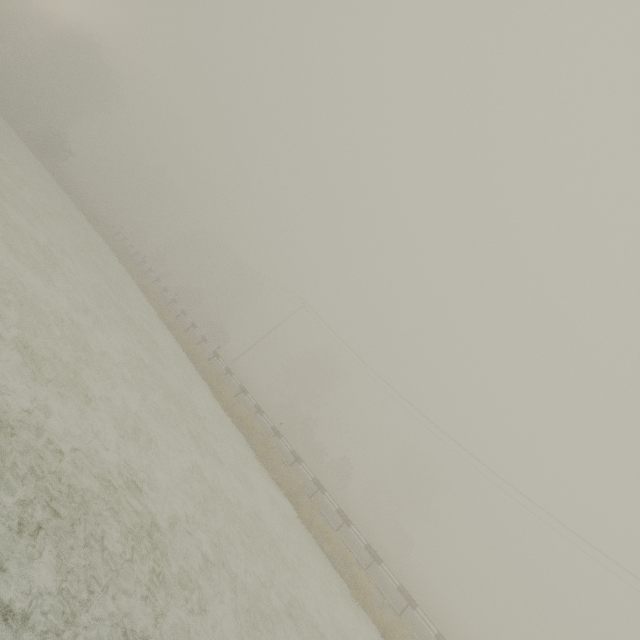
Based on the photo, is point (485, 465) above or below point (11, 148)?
above
